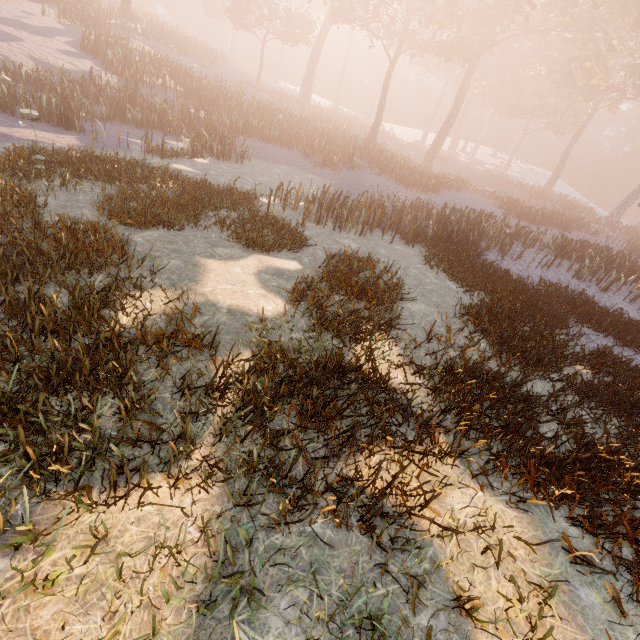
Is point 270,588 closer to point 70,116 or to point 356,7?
point 70,116
